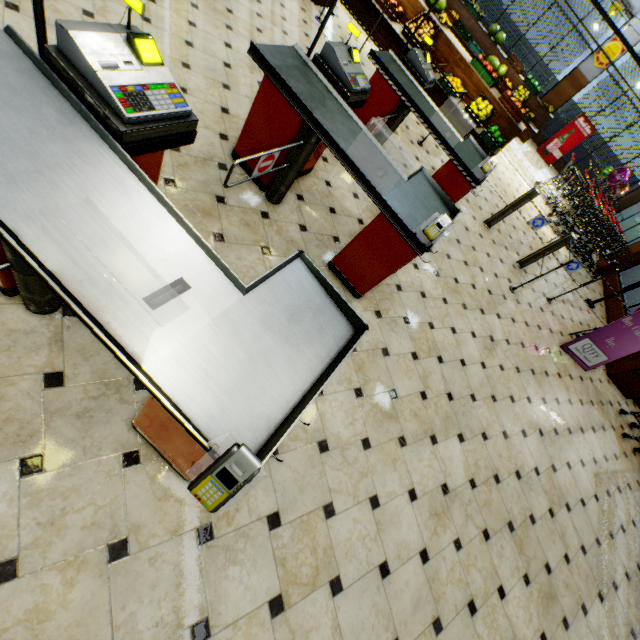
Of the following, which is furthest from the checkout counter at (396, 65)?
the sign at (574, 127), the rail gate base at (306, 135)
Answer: the sign at (574, 127)

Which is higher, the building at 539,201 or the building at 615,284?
the building at 615,284

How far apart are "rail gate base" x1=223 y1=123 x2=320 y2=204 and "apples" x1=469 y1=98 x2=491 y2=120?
6.23m

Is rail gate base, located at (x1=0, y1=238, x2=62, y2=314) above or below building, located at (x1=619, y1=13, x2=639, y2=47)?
below

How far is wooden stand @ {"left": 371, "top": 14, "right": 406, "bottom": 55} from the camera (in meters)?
7.03

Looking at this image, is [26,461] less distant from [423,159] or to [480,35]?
[423,159]

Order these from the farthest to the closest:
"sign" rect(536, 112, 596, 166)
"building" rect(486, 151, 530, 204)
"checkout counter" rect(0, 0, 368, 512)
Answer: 1. "sign" rect(536, 112, 596, 166)
2. "building" rect(486, 151, 530, 204)
3. "checkout counter" rect(0, 0, 368, 512)
